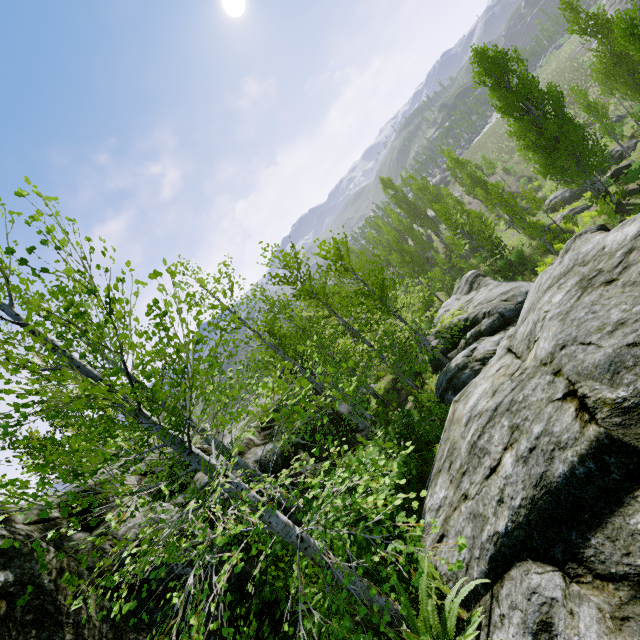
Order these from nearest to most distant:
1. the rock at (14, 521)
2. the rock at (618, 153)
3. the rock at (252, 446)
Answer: the rock at (14, 521)
the rock at (252, 446)
the rock at (618, 153)

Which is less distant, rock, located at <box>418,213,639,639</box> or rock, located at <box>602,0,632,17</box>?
rock, located at <box>418,213,639,639</box>

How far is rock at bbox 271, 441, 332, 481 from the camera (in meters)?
11.03

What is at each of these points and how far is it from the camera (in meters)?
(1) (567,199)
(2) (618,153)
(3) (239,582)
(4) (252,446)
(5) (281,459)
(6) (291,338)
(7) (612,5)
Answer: (1) rock, 30.41
(2) rock, 28.33
(3) rock, 7.20
(4) rock, 12.23
(5) rock, 11.27
(6) instancedfoliageactor, 11.57
(7) rock, 54.31

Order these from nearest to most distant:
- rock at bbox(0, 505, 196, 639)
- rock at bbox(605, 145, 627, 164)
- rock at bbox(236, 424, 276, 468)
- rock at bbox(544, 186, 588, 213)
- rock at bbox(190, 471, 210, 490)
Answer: rock at bbox(0, 505, 196, 639) → rock at bbox(190, 471, 210, 490) → rock at bbox(236, 424, 276, 468) → rock at bbox(605, 145, 627, 164) → rock at bbox(544, 186, 588, 213)

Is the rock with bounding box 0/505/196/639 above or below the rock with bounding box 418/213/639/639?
above

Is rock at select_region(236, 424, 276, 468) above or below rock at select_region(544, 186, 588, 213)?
above

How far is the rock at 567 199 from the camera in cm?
2977
